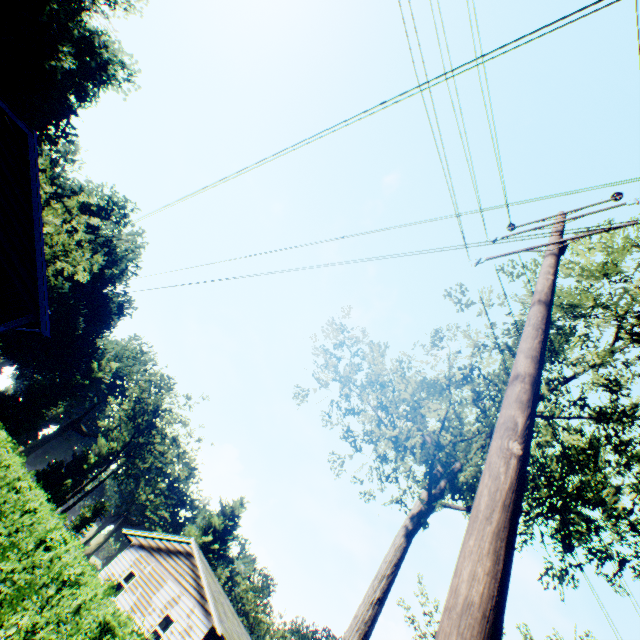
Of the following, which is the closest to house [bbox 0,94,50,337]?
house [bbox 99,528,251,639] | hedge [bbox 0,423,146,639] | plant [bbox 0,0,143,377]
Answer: hedge [bbox 0,423,146,639]

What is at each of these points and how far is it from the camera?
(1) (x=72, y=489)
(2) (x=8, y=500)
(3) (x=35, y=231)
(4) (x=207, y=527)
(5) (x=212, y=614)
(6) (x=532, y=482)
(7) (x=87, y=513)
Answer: (1) plant, 45.28m
(2) hedge, 12.22m
(3) house, 9.61m
(4) plant, 59.41m
(5) house, 17.48m
(6) tree, 9.91m
(7) plant, 48.69m

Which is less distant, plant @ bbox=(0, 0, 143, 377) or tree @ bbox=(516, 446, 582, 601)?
tree @ bbox=(516, 446, 582, 601)

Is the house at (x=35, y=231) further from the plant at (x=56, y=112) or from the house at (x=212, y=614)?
the house at (x=212, y=614)

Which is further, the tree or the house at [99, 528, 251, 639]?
the house at [99, 528, 251, 639]

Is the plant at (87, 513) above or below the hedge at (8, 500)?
above

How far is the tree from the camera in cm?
844

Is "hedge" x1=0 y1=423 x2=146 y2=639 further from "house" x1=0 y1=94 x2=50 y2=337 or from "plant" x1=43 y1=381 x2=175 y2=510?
"plant" x1=43 y1=381 x2=175 y2=510
